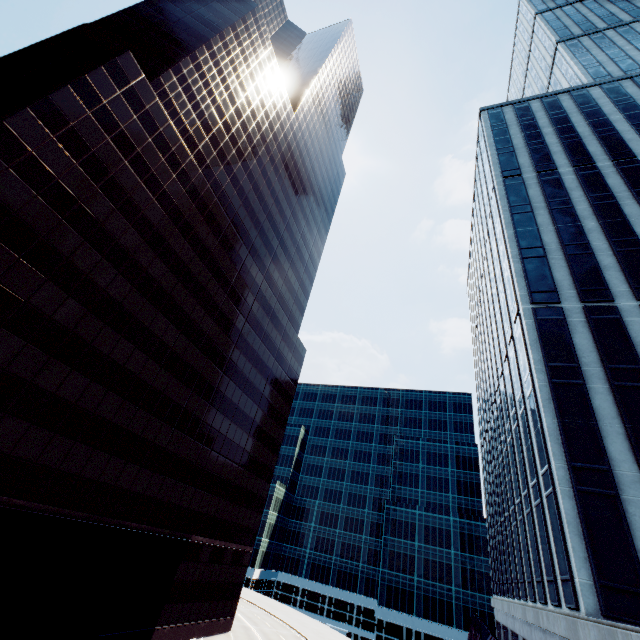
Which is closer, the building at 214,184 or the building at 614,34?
the building at 614,34

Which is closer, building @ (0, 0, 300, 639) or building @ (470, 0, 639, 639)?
building @ (470, 0, 639, 639)

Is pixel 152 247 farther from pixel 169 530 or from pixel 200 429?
pixel 169 530
